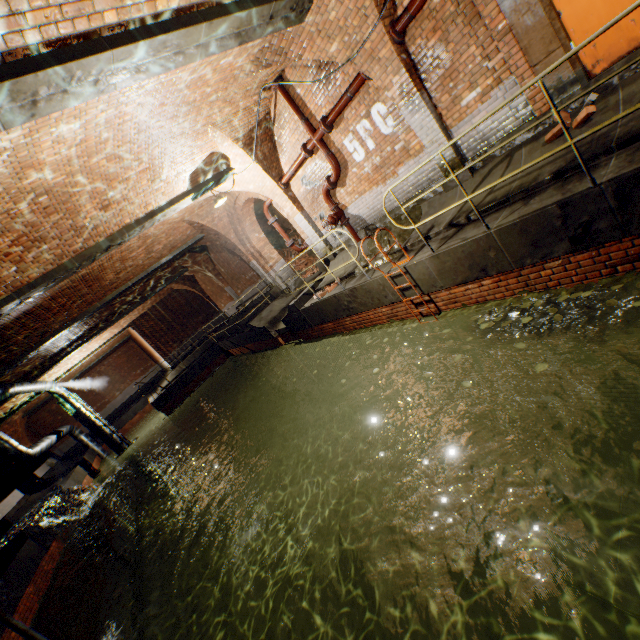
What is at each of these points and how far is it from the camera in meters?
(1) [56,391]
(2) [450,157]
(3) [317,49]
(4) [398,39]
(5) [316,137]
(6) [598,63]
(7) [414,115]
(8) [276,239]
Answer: (1) pipe, 17.9 m
(2) support arch, 6.3 m
(3) support arch, 5.9 m
(4) pipe end, 5.5 m
(5) pipe, 7.9 m
(6) door, 4.4 m
(7) support arch, 6.1 m
(8) brick pile, 19.1 m

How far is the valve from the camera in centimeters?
902cm

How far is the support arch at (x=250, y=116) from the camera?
7.53m

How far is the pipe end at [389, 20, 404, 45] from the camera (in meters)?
5.43

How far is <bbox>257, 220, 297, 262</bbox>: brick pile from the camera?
18.1m

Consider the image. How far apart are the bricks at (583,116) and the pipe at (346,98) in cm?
347

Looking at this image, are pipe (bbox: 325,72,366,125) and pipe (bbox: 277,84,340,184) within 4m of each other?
yes

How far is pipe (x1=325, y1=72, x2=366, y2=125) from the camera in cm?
641
